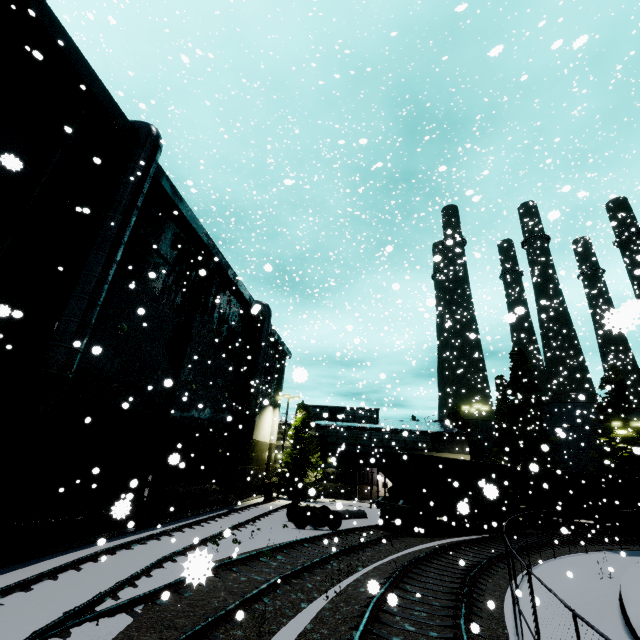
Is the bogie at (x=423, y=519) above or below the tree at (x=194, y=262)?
below

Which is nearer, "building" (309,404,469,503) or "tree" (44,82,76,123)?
"tree" (44,82,76,123)

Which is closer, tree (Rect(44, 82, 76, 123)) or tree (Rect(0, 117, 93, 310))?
tree (Rect(0, 117, 93, 310))

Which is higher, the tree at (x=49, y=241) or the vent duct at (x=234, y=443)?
the tree at (x=49, y=241)

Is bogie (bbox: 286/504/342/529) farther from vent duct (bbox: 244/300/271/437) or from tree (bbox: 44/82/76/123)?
vent duct (bbox: 244/300/271/437)

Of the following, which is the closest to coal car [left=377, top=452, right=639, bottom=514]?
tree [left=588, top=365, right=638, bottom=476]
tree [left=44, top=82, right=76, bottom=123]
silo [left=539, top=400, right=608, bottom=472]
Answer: tree [left=44, top=82, right=76, bottom=123]

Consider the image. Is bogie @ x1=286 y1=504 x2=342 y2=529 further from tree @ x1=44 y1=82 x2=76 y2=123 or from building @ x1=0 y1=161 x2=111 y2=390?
building @ x1=0 y1=161 x2=111 y2=390

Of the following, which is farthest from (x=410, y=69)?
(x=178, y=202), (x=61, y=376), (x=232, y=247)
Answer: (x=61, y=376)
